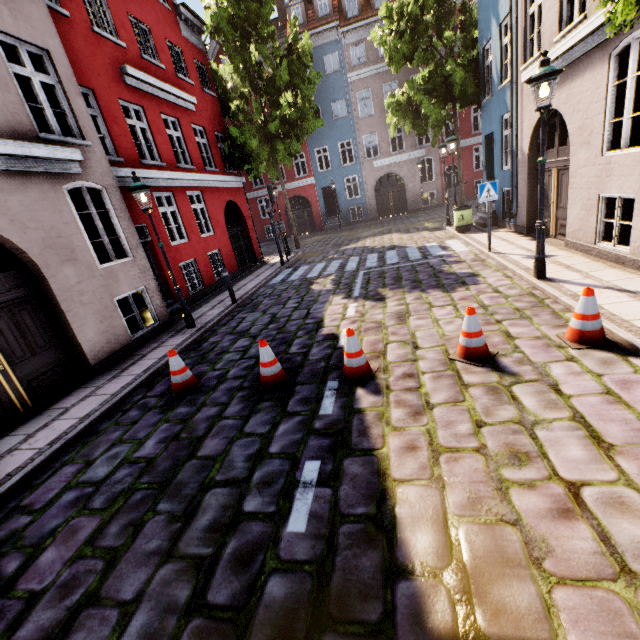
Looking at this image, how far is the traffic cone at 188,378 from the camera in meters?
5.3

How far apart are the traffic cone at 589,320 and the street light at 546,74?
2.34m

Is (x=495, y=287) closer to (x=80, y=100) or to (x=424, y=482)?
(x=424, y=482)

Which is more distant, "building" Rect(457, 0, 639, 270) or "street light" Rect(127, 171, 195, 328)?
"street light" Rect(127, 171, 195, 328)

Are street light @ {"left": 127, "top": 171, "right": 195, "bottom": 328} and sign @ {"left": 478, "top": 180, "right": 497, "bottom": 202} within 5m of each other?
no

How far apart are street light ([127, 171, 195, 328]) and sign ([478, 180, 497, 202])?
8.4 meters

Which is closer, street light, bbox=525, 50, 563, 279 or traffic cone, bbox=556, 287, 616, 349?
traffic cone, bbox=556, 287, 616, 349

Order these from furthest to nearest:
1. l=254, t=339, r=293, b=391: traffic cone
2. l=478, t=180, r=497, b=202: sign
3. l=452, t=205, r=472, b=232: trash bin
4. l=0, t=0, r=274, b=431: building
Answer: l=452, t=205, r=472, b=232: trash bin → l=478, t=180, r=497, b=202: sign → l=0, t=0, r=274, b=431: building → l=254, t=339, r=293, b=391: traffic cone
